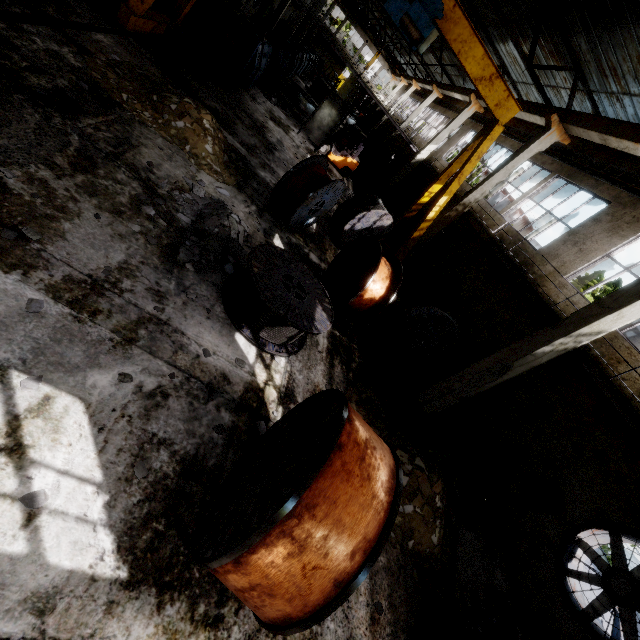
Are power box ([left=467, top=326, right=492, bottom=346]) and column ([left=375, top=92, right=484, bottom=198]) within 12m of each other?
no

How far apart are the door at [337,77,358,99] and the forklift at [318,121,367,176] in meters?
42.9

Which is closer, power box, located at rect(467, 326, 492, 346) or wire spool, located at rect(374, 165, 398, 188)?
power box, located at rect(467, 326, 492, 346)

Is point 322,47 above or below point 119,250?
above

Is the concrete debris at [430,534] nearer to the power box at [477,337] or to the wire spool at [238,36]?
the power box at [477,337]

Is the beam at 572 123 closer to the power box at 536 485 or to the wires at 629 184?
the wires at 629 184

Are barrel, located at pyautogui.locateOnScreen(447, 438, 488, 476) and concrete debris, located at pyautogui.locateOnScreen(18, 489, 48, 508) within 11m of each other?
yes

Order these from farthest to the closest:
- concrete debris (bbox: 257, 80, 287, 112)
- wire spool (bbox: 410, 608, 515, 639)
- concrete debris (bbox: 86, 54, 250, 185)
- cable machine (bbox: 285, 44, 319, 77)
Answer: cable machine (bbox: 285, 44, 319, 77) < concrete debris (bbox: 257, 80, 287, 112) < concrete debris (bbox: 86, 54, 250, 185) < wire spool (bbox: 410, 608, 515, 639)
